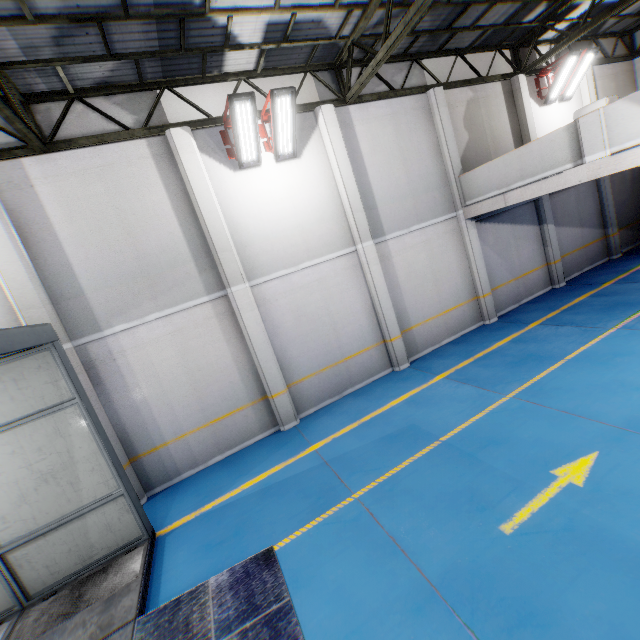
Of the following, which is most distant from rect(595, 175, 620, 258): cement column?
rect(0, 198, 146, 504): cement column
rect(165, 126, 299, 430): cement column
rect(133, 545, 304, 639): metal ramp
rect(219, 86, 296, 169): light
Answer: rect(0, 198, 146, 504): cement column

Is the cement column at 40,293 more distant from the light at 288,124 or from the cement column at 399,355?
the cement column at 399,355

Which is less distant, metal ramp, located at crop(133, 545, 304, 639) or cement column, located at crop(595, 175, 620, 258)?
metal ramp, located at crop(133, 545, 304, 639)

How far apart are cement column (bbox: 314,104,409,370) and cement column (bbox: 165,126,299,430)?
3.4m

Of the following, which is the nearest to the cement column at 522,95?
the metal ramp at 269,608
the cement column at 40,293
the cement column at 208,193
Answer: the cement column at 208,193

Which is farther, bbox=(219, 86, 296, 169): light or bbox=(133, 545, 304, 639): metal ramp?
bbox=(219, 86, 296, 169): light

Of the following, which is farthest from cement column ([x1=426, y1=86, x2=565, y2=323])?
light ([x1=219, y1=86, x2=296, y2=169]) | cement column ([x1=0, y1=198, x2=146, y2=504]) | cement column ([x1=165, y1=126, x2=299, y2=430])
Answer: cement column ([x1=0, y1=198, x2=146, y2=504])

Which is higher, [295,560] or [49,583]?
[49,583]
